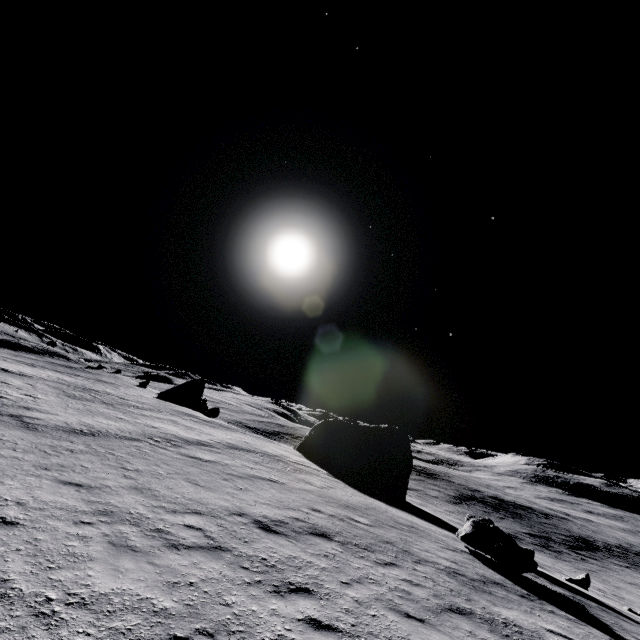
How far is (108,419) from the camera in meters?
21.2

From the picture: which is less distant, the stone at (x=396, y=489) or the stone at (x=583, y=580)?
the stone at (x=583, y=580)

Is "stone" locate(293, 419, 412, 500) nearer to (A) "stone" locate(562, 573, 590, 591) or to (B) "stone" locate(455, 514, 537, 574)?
(A) "stone" locate(562, 573, 590, 591)

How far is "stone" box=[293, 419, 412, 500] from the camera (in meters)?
30.36

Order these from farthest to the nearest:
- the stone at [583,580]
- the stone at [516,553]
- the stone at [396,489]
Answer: the stone at [396,489], the stone at [583,580], the stone at [516,553]

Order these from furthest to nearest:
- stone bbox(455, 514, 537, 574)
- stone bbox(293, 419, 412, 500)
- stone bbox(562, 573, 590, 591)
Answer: stone bbox(293, 419, 412, 500)
stone bbox(562, 573, 590, 591)
stone bbox(455, 514, 537, 574)

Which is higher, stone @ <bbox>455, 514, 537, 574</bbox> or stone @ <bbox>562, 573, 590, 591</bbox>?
stone @ <bbox>455, 514, 537, 574</bbox>
